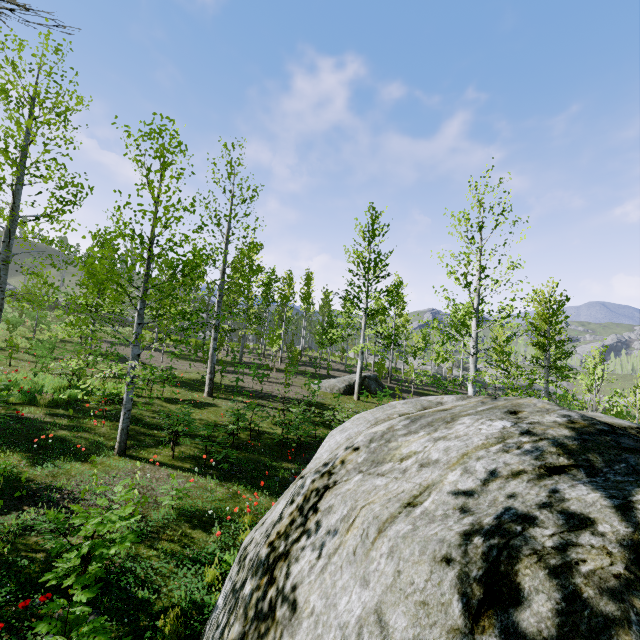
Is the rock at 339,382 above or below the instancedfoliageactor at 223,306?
below

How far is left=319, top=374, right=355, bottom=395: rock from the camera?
20.1 meters

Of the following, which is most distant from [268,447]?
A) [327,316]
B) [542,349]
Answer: [542,349]

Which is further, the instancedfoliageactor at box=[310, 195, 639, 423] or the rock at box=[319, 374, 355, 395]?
the rock at box=[319, 374, 355, 395]

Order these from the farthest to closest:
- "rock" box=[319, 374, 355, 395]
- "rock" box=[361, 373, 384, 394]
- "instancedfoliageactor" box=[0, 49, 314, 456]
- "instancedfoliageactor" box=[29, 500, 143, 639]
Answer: "rock" box=[361, 373, 384, 394], "rock" box=[319, 374, 355, 395], "instancedfoliageactor" box=[0, 49, 314, 456], "instancedfoliageactor" box=[29, 500, 143, 639]

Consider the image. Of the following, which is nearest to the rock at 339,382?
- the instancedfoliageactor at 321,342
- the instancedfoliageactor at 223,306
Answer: the instancedfoliageactor at 321,342

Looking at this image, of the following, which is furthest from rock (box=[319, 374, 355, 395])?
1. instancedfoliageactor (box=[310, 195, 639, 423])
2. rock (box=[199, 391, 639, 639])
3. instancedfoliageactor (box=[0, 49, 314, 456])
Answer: instancedfoliageactor (box=[0, 49, 314, 456])
